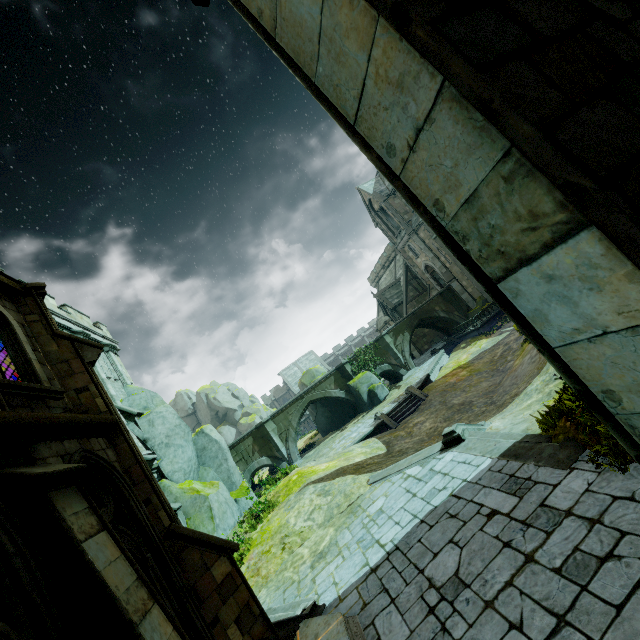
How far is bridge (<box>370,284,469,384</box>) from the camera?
32.34m

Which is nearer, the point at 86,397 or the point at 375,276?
the point at 86,397

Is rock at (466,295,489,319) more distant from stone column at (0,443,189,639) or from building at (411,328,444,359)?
stone column at (0,443,189,639)

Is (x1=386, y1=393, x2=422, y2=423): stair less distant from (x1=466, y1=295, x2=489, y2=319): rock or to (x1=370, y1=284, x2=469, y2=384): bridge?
(x1=370, y1=284, x2=469, y2=384): bridge

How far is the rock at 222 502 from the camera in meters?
15.2 m

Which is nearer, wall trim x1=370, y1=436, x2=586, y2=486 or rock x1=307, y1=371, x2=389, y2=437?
wall trim x1=370, y1=436, x2=586, y2=486

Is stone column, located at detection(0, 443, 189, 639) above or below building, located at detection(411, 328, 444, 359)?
above

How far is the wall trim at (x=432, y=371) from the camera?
23.9 meters
